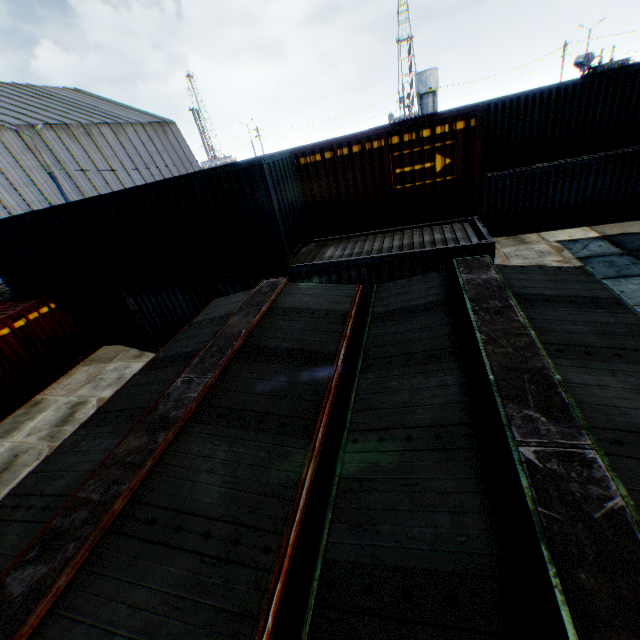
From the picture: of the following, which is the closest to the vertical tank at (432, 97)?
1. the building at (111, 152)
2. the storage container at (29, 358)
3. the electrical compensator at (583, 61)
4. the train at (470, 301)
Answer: the electrical compensator at (583, 61)

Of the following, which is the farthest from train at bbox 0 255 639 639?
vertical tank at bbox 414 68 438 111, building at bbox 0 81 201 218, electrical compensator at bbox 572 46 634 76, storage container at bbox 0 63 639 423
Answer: vertical tank at bbox 414 68 438 111

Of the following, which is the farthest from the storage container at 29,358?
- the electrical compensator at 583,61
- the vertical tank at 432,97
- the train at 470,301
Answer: the vertical tank at 432,97

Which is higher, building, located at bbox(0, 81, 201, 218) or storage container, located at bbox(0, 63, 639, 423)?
building, located at bbox(0, 81, 201, 218)

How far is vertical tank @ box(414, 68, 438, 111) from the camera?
57.00m

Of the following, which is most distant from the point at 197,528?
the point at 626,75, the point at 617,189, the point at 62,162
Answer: the point at 62,162

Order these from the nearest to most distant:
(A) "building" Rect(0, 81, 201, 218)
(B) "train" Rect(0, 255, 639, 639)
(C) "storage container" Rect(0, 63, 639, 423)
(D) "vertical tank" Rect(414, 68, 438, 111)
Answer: (B) "train" Rect(0, 255, 639, 639) < (C) "storage container" Rect(0, 63, 639, 423) < (A) "building" Rect(0, 81, 201, 218) < (D) "vertical tank" Rect(414, 68, 438, 111)
